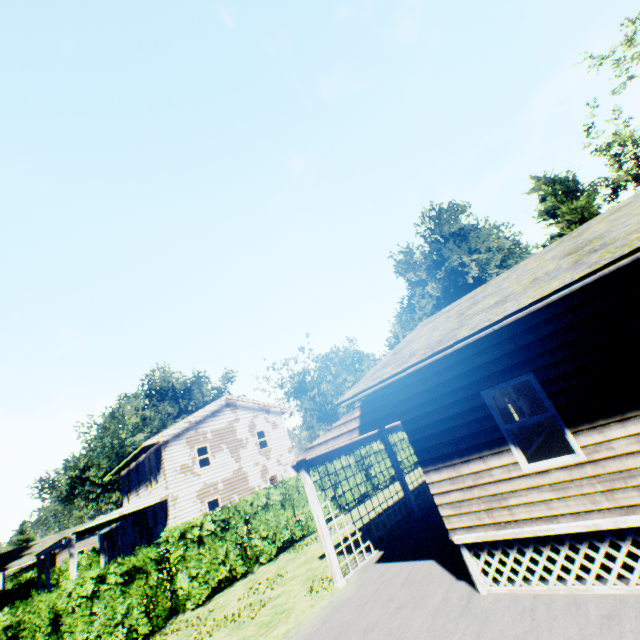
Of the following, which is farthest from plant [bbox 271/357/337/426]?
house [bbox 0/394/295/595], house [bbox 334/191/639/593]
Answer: house [bbox 334/191/639/593]

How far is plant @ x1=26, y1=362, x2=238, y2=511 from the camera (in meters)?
37.38

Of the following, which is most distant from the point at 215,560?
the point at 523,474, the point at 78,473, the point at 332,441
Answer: the point at 78,473

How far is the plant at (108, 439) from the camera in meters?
37.4

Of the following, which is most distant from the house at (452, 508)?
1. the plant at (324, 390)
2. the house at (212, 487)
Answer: the plant at (324, 390)

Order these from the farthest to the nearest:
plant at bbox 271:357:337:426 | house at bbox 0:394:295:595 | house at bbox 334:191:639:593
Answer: plant at bbox 271:357:337:426 < house at bbox 0:394:295:595 < house at bbox 334:191:639:593

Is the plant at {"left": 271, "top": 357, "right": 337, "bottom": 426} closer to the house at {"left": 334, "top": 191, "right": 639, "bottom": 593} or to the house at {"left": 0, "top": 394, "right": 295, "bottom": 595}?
the house at {"left": 0, "top": 394, "right": 295, "bottom": 595}
